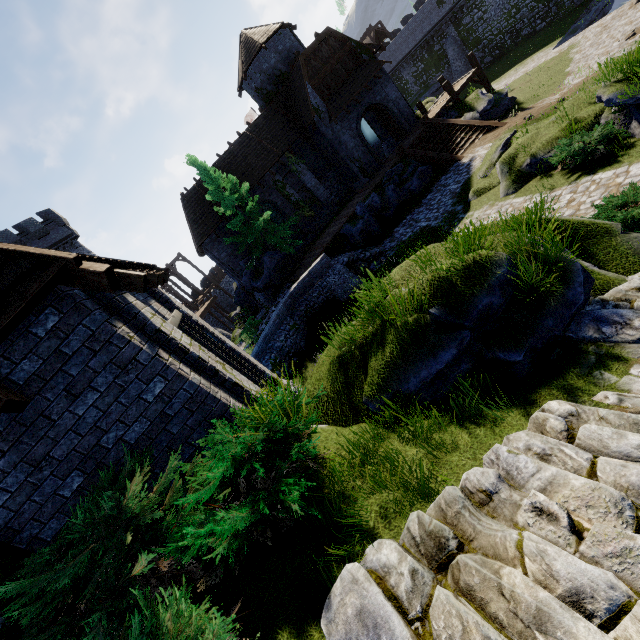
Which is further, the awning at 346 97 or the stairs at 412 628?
the awning at 346 97

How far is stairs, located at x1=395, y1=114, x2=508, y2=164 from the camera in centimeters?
1980cm

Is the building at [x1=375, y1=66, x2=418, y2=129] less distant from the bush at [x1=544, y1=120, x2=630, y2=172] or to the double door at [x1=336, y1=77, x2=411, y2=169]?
the double door at [x1=336, y1=77, x2=411, y2=169]

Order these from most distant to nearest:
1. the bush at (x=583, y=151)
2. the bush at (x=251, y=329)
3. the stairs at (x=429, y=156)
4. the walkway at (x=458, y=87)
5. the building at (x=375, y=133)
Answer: the building at (x=375, y=133) < the walkway at (x=458, y=87) < the stairs at (x=429, y=156) < the bush at (x=251, y=329) < the bush at (x=583, y=151)

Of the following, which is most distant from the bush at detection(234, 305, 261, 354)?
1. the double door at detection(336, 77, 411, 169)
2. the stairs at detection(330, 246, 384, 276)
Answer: the double door at detection(336, 77, 411, 169)

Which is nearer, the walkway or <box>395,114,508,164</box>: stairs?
<box>395,114,508,164</box>: stairs

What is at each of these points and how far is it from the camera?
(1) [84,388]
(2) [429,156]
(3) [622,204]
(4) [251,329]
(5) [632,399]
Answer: (1) building, 4.1m
(2) stairs, 20.7m
(3) bush, 6.9m
(4) bush, 23.0m
(5) stairs, 3.4m

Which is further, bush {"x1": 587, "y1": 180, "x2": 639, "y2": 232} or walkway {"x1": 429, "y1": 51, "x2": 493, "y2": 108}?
walkway {"x1": 429, "y1": 51, "x2": 493, "y2": 108}
